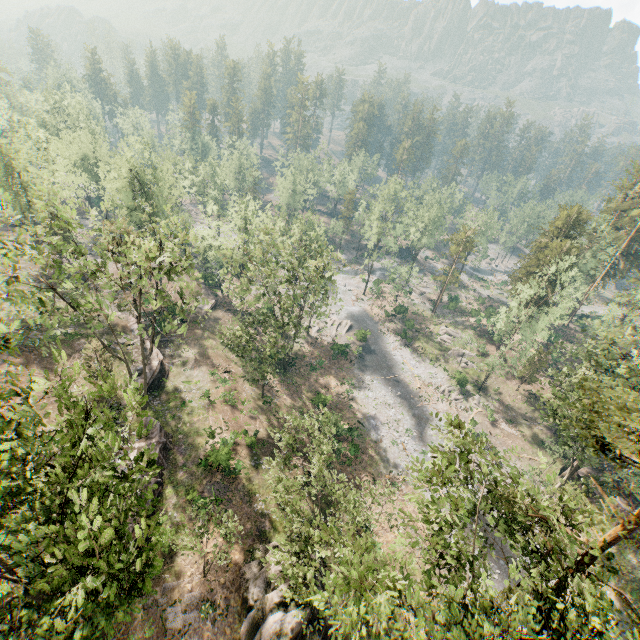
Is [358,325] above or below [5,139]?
below

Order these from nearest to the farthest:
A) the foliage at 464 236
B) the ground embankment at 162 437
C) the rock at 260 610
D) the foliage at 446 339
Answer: the rock at 260 610 → the ground embankment at 162 437 → the foliage at 446 339 → the foliage at 464 236

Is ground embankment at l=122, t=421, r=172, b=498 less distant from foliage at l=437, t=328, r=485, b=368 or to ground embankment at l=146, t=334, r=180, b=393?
foliage at l=437, t=328, r=485, b=368

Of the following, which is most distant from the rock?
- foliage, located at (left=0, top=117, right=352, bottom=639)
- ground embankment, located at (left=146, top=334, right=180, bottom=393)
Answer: ground embankment, located at (left=146, top=334, right=180, bottom=393)

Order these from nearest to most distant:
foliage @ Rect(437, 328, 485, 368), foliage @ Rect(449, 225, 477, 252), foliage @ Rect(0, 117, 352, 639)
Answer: foliage @ Rect(0, 117, 352, 639) → foliage @ Rect(437, 328, 485, 368) → foliage @ Rect(449, 225, 477, 252)

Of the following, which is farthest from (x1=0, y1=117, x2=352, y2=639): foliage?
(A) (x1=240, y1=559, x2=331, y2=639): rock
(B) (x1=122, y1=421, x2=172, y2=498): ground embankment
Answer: (A) (x1=240, y1=559, x2=331, y2=639): rock

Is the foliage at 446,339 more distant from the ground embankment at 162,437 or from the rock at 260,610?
the rock at 260,610
